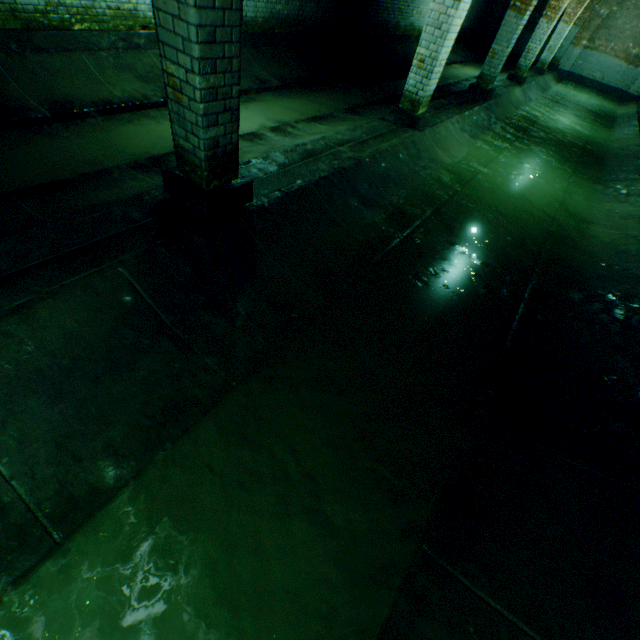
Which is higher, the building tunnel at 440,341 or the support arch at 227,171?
the support arch at 227,171

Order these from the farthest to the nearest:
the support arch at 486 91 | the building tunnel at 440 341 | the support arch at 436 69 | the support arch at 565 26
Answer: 1. the support arch at 565 26
2. the support arch at 486 91
3. the support arch at 436 69
4. the building tunnel at 440 341

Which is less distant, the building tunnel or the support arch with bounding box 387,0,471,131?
the building tunnel

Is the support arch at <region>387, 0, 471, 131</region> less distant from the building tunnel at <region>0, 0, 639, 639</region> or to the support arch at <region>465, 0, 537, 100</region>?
the building tunnel at <region>0, 0, 639, 639</region>

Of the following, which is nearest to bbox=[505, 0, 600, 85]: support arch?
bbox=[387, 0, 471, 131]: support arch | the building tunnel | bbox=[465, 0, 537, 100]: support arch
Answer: the building tunnel

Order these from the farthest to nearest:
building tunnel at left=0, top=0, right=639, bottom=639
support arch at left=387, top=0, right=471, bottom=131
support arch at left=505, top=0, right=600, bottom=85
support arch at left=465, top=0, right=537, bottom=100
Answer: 1. support arch at left=505, top=0, right=600, bottom=85
2. support arch at left=465, top=0, right=537, bottom=100
3. support arch at left=387, top=0, right=471, bottom=131
4. building tunnel at left=0, top=0, right=639, bottom=639

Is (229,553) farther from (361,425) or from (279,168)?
(279,168)

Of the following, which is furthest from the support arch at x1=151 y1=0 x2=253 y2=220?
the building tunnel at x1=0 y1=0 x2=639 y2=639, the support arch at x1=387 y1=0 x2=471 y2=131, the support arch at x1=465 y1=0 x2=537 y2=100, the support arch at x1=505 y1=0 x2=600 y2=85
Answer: the support arch at x1=505 y1=0 x2=600 y2=85
